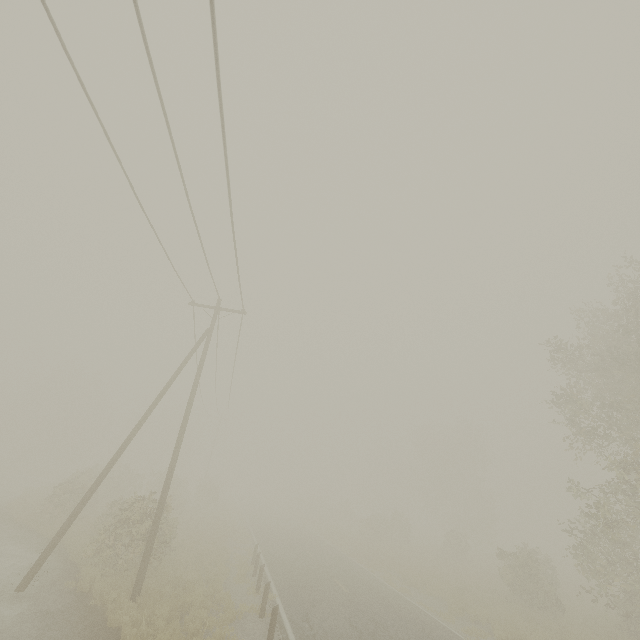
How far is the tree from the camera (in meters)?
45.09

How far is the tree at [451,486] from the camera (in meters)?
45.09

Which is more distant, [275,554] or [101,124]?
[275,554]
